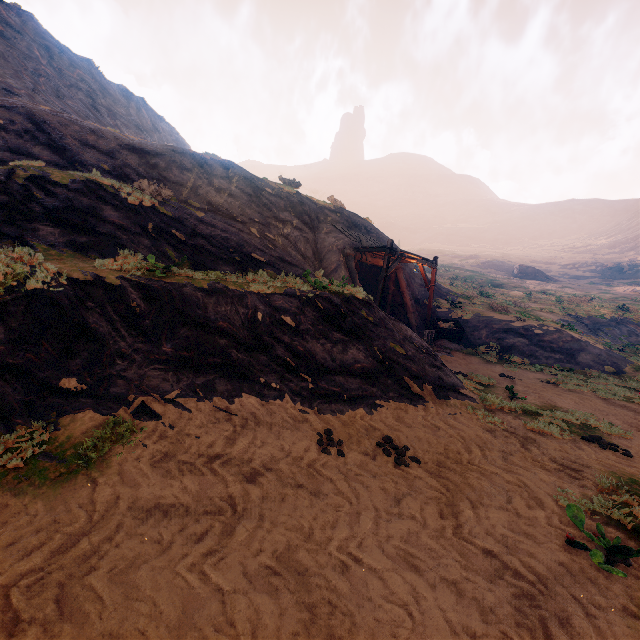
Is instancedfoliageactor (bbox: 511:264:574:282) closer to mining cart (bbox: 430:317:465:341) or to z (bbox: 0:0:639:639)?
z (bbox: 0:0:639:639)

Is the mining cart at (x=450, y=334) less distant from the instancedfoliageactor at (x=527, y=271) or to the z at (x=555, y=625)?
the z at (x=555, y=625)

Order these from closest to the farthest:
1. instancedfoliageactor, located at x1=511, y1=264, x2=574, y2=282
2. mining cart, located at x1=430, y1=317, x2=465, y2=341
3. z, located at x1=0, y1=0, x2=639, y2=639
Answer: z, located at x1=0, y1=0, x2=639, y2=639 < mining cart, located at x1=430, y1=317, x2=465, y2=341 < instancedfoliageactor, located at x1=511, y1=264, x2=574, y2=282

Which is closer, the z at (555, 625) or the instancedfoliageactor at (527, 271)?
the z at (555, 625)

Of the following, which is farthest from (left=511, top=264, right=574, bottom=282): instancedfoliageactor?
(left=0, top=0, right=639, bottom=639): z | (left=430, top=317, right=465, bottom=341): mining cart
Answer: (left=430, top=317, right=465, bottom=341): mining cart

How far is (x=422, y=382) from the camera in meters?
7.9 m

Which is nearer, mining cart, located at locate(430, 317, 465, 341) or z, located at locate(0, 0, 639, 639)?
z, located at locate(0, 0, 639, 639)
